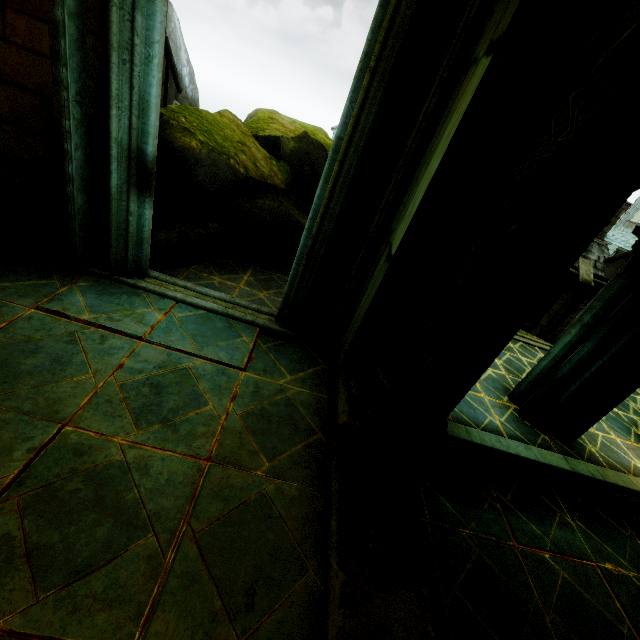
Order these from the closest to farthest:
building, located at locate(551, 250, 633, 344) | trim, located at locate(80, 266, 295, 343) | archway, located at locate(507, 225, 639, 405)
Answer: trim, located at locate(80, 266, 295, 343)
archway, located at locate(507, 225, 639, 405)
building, located at locate(551, 250, 633, 344)

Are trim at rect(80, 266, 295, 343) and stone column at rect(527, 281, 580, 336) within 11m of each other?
no

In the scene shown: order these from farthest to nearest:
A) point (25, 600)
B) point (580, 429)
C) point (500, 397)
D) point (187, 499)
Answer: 1. point (500, 397)
2. point (580, 429)
3. point (187, 499)
4. point (25, 600)

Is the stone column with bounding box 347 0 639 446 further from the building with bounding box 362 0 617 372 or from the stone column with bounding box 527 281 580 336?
the stone column with bounding box 527 281 580 336

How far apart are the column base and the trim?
0.9 meters

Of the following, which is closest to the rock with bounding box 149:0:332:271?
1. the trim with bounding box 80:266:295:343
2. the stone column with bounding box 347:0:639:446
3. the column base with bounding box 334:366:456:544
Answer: the trim with bounding box 80:266:295:343

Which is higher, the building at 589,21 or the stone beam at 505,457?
the building at 589,21

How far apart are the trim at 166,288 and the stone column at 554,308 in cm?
1765
